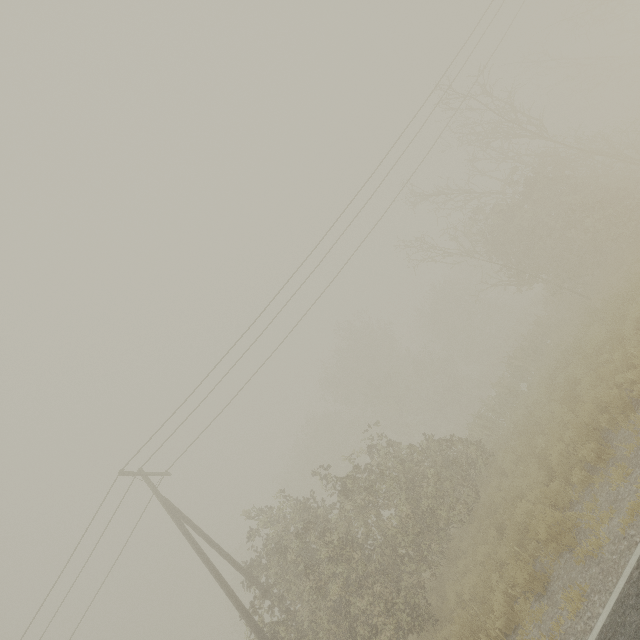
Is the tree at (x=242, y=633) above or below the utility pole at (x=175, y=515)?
below

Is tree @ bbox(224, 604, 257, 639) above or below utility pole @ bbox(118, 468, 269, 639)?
below

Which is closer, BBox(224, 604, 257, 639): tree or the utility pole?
the utility pole

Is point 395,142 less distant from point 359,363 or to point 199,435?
point 199,435

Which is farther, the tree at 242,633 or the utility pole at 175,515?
the tree at 242,633
